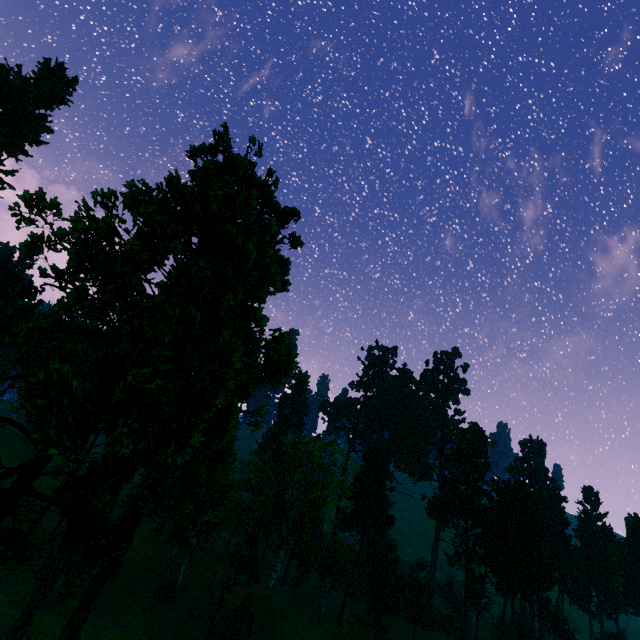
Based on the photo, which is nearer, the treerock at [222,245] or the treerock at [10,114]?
the treerock at [222,245]

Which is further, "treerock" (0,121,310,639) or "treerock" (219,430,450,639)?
"treerock" (219,430,450,639)

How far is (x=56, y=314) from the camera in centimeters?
1101cm

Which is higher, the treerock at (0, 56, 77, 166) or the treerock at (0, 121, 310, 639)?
the treerock at (0, 56, 77, 166)

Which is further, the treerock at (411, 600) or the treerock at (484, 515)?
the treerock at (484, 515)

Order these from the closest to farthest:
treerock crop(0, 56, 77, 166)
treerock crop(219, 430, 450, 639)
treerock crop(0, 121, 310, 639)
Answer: treerock crop(0, 121, 310, 639)
treerock crop(219, 430, 450, 639)
treerock crop(0, 56, 77, 166)
